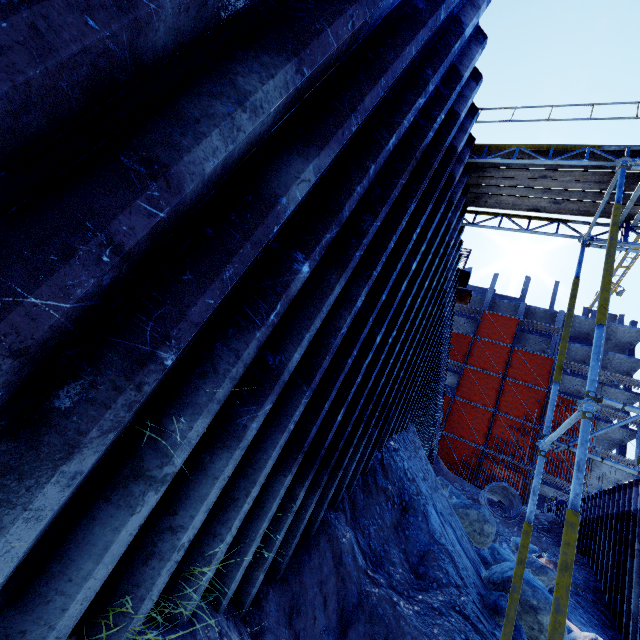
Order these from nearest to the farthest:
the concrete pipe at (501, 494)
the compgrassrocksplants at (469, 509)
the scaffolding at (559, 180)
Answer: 1. the scaffolding at (559, 180)
2. the compgrassrocksplants at (469, 509)
3. the concrete pipe at (501, 494)

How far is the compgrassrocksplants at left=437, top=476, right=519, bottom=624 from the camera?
4.91m

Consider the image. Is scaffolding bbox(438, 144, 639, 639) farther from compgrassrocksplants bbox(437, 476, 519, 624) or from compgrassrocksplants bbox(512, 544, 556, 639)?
compgrassrocksplants bbox(437, 476, 519, 624)

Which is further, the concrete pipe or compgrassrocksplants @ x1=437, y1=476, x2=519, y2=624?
the concrete pipe

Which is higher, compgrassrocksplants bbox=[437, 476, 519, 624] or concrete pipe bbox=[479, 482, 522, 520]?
concrete pipe bbox=[479, 482, 522, 520]

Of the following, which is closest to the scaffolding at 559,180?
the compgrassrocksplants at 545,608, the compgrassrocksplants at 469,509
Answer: the compgrassrocksplants at 545,608

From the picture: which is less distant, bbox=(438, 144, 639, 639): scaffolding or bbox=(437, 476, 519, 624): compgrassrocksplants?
bbox=(438, 144, 639, 639): scaffolding

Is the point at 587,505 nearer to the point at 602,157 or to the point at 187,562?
the point at 602,157
